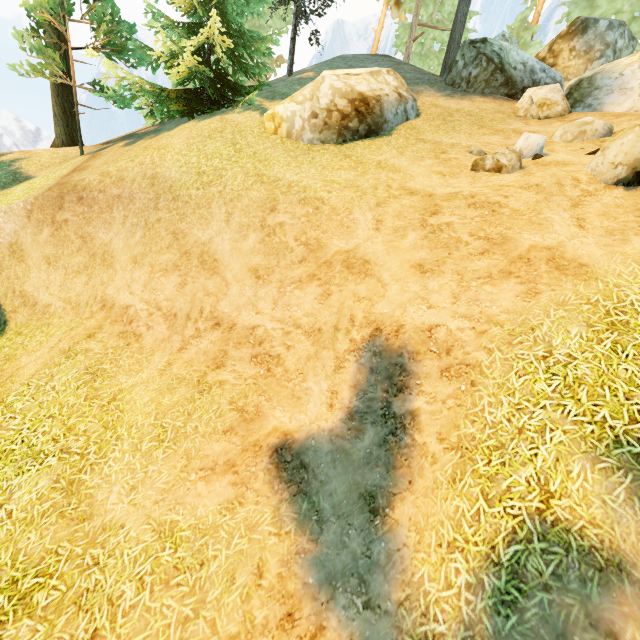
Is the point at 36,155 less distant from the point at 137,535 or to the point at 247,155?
the point at 247,155

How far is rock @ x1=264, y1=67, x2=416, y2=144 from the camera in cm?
981

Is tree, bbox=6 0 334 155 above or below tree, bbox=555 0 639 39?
below

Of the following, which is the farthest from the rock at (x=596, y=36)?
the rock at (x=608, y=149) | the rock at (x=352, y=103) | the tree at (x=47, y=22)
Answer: the rock at (x=608, y=149)

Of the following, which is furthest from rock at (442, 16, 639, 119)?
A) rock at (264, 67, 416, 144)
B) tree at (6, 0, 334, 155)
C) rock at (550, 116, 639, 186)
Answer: rock at (550, 116, 639, 186)

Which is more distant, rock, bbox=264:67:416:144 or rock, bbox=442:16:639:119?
rock, bbox=442:16:639:119

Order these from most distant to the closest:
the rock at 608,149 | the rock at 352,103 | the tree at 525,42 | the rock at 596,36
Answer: the tree at 525,42, the rock at 596,36, the rock at 352,103, the rock at 608,149
